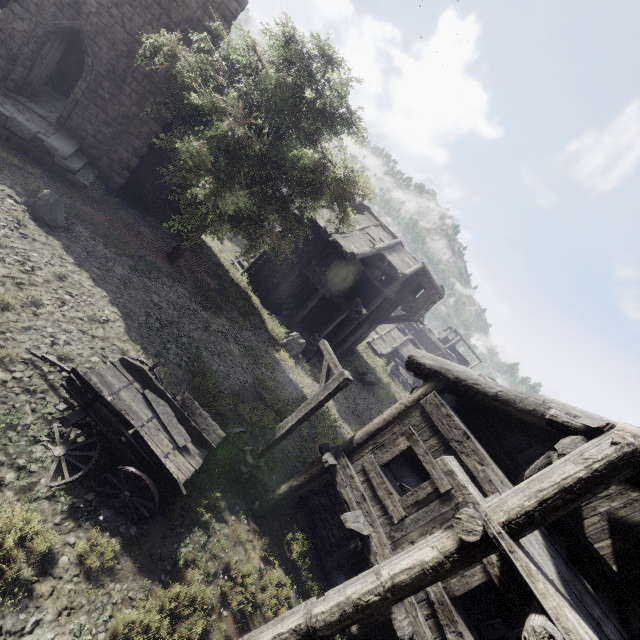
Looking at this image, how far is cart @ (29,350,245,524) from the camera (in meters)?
5.79

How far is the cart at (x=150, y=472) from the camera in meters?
5.8

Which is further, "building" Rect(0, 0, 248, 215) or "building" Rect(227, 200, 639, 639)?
"building" Rect(0, 0, 248, 215)

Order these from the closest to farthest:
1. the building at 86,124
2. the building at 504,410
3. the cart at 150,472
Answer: the building at 504,410 < the cart at 150,472 < the building at 86,124

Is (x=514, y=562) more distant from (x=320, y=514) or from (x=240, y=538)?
(x=320, y=514)

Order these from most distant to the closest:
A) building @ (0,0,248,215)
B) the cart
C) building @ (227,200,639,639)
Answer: building @ (0,0,248,215), the cart, building @ (227,200,639,639)

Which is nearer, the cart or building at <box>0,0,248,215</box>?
the cart
